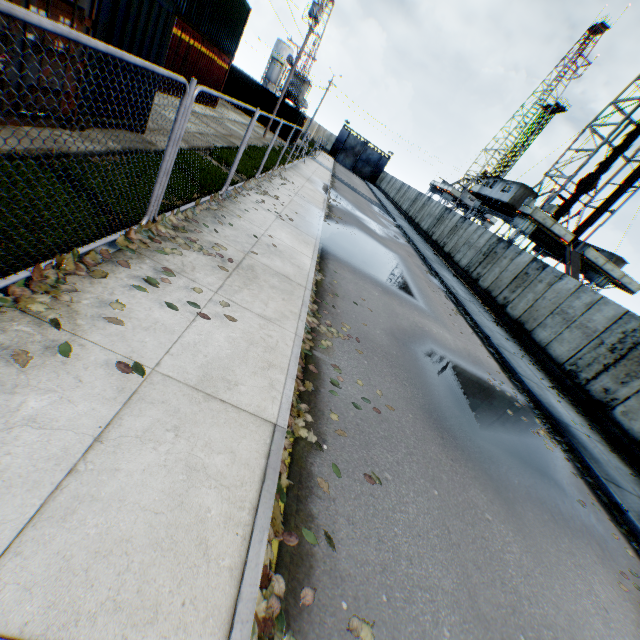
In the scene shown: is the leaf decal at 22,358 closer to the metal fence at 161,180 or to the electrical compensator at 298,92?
the metal fence at 161,180

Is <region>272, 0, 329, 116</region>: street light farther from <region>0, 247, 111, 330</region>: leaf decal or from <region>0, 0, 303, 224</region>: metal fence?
<region>0, 247, 111, 330</region>: leaf decal

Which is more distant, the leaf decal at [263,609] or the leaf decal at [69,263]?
the leaf decal at [69,263]

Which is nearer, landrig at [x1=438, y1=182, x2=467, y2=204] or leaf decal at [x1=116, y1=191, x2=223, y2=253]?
leaf decal at [x1=116, y1=191, x2=223, y2=253]

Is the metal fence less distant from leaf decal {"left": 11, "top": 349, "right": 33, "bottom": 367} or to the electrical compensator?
leaf decal {"left": 11, "top": 349, "right": 33, "bottom": 367}

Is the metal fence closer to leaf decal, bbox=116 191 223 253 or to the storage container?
leaf decal, bbox=116 191 223 253

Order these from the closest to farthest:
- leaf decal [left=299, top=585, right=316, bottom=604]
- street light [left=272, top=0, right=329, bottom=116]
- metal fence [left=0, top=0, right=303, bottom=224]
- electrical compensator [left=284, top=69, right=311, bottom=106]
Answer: metal fence [left=0, top=0, right=303, bottom=224] → leaf decal [left=299, top=585, right=316, bottom=604] → street light [left=272, top=0, right=329, bottom=116] → electrical compensator [left=284, top=69, right=311, bottom=106]

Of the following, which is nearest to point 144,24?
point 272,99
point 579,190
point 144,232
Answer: point 144,232
